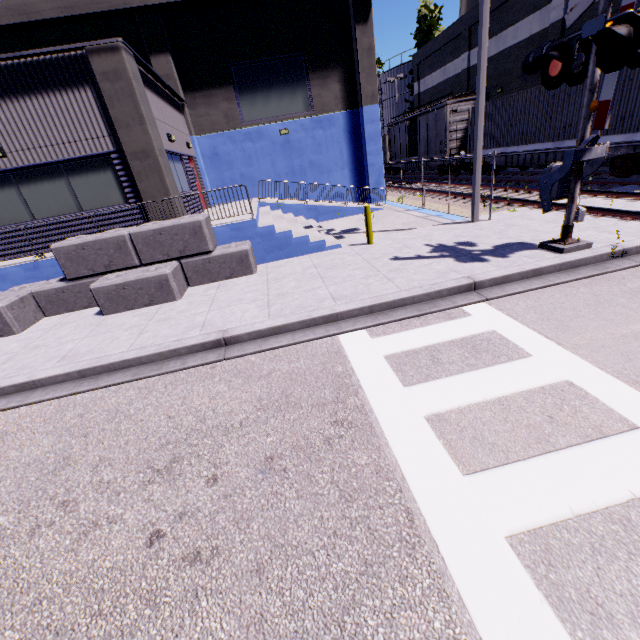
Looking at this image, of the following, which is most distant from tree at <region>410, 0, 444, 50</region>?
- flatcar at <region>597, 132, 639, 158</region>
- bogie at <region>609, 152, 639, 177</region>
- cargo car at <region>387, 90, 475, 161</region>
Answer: bogie at <region>609, 152, 639, 177</region>

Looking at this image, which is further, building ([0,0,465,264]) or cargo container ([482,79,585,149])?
cargo container ([482,79,585,149])

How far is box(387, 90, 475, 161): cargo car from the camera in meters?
21.3 m

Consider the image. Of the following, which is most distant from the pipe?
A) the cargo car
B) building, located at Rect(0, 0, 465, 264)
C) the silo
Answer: the silo

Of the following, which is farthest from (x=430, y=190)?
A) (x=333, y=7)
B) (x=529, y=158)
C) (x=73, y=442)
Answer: (x=73, y=442)

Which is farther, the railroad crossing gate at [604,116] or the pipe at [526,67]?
the pipe at [526,67]

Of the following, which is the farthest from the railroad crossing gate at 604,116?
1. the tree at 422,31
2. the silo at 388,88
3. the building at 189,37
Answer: the tree at 422,31

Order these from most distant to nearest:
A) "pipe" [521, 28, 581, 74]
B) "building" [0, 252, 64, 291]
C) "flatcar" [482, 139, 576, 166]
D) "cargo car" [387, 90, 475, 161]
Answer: "cargo car" [387, 90, 475, 161] < "pipe" [521, 28, 581, 74] < "flatcar" [482, 139, 576, 166] < "building" [0, 252, 64, 291]
